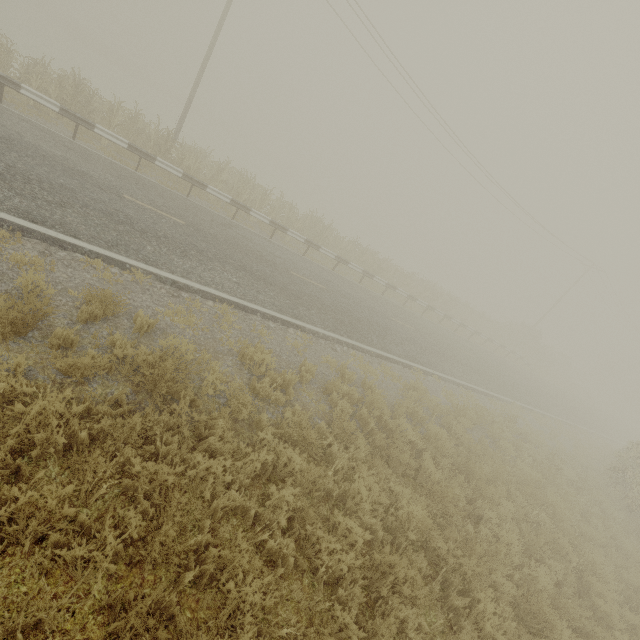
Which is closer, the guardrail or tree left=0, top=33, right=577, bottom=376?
the guardrail

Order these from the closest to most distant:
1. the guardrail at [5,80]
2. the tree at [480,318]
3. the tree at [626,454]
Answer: the guardrail at [5,80]
the tree at [626,454]
the tree at [480,318]

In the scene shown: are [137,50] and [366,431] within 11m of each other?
no

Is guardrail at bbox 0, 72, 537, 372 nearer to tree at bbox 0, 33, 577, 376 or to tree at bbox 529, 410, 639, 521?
tree at bbox 529, 410, 639, 521

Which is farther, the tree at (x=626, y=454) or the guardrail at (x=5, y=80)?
the tree at (x=626, y=454)

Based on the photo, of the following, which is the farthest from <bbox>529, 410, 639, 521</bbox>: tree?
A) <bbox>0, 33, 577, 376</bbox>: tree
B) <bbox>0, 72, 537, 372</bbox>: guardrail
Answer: <bbox>0, 72, 537, 372</bbox>: guardrail

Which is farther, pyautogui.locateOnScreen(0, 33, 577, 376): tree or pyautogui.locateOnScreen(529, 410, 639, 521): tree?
pyautogui.locateOnScreen(0, 33, 577, 376): tree
